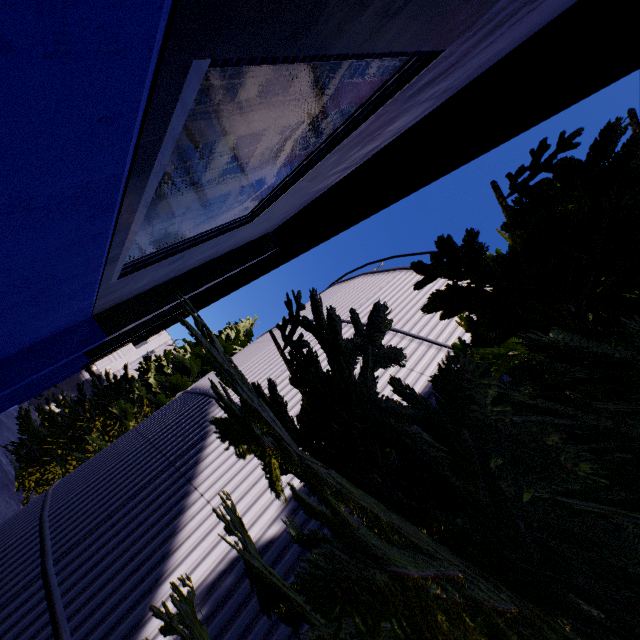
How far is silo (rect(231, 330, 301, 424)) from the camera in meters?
5.7 m

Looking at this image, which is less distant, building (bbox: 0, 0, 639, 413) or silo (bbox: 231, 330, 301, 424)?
building (bbox: 0, 0, 639, 413)

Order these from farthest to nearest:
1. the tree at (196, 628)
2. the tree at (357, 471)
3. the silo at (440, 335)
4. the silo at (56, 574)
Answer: the silo at (440, 335), the silo at (56, 574), the tree at (196, 628), the tree at (357, 471)

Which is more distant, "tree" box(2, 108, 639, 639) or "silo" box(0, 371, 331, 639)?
"silo" box(0, 371, 331, 639)

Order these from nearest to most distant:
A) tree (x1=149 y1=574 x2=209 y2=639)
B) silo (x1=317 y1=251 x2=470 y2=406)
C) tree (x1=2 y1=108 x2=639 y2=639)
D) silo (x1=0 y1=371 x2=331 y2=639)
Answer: tree (x1=2 y1=108 x2=639 y2=639)
tree (x1=149 y1=574 x2=209 y2=639)
silo (x1=0 y1=371 x2=331 y2=639)
silo (x1=317 y1=251 x2=470 y2=406)

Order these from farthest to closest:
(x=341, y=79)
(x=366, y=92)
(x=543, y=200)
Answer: (x=366, y=92)
(x=341, y=79)
(x=543, y=200)

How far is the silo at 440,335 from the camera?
5.6 meters
